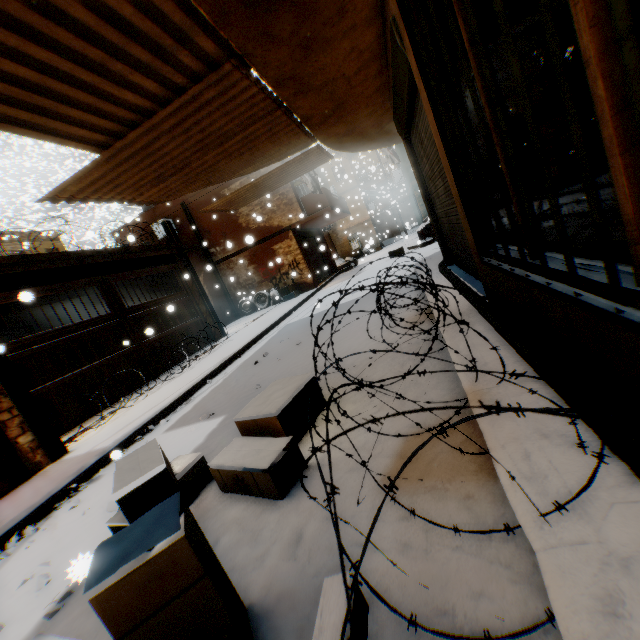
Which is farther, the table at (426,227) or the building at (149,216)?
the table at (426,227)

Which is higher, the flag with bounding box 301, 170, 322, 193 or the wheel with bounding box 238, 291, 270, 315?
the flag with bounding box 301, 170, 322, 193

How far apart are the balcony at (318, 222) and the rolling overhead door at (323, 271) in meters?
0.0

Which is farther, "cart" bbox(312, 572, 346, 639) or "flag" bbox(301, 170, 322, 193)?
"flag" bbox(301, 170, 322, 193)

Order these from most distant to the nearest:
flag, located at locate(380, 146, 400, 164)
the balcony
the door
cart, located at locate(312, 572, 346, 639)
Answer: the balcony < flag, located at locate(380, 146, 400, 164) < the door < cart, located at locate(312, 572, 346, 639)

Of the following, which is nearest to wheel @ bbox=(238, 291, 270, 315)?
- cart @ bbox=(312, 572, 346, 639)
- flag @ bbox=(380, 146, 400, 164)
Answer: flag @ bbox=(380, 146, 400, 164)

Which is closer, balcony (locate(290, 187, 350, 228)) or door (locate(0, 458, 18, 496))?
door (locate(0, 458, 18, 496))

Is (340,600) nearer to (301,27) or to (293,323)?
(301,27)
